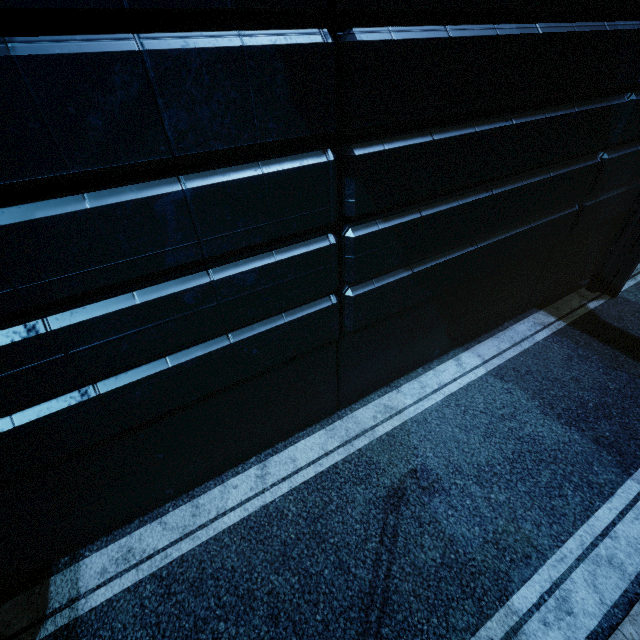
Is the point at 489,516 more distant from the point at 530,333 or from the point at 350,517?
the point at 530,333
